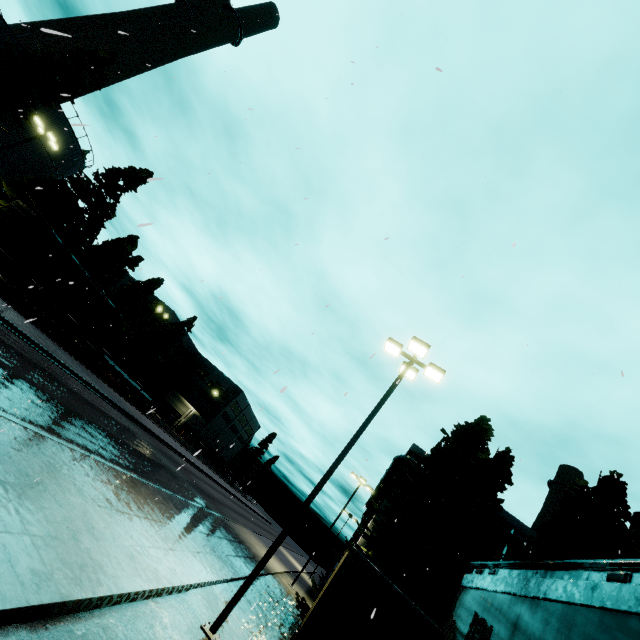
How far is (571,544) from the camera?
13.48m

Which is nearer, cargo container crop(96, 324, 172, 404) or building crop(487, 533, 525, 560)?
building crop(487, 533, 525, 560)

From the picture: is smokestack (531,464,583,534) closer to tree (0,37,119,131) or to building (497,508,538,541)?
building (497,508,538,541)

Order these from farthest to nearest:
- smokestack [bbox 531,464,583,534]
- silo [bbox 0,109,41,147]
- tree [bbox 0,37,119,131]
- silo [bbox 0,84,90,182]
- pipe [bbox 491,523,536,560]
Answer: smokestack [bbox 531,464,583,534] → silo [bbox 0,84,90,182] → silo [bbox 0,109,41,147] → pipe [bbox 491,523,536,560] → tree [bbox 0,37,119,131]

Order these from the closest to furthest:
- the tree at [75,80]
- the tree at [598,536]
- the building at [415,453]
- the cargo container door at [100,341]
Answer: the tree at [598,536]
the tree at [75,80]
the cargo container door at [100,341]
the building at [415,453]

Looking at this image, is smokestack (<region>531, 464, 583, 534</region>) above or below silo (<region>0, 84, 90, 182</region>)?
above

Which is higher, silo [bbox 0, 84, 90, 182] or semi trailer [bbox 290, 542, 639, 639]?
silo [bbox 0, 84, 90, 182]

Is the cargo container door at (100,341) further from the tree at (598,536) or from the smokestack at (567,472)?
the smokestack at (567,472)
